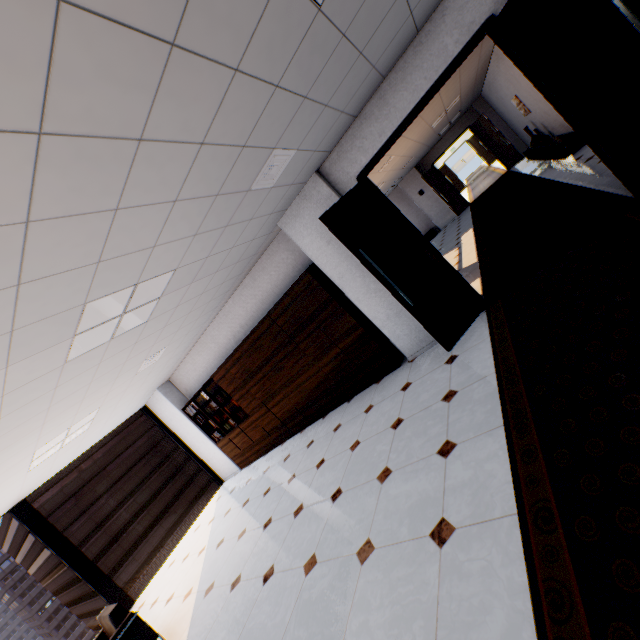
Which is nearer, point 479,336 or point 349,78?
point 349,78

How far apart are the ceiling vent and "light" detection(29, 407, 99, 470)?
4.6 meters

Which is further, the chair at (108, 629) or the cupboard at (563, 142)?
the cupboard at (563, 142)

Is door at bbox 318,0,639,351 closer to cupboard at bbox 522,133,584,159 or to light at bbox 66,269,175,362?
light at bbox 66,269,175,362

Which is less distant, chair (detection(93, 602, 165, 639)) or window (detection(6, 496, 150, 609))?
chair (detection(93, 602, 165, 639))

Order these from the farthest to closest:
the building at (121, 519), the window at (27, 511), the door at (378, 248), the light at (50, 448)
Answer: the building at (121, 519) < the window at (27, 511) < the light at (50, 448) < the door at (378, 248)

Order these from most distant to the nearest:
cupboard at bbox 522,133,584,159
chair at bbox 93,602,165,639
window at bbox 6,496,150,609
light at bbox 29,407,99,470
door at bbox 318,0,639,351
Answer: cupboard at bbox 522,133,584,159 < window at bbox 6,496,150,609 < light at bbox 29,407,99,470 < chair at bbox 93,602,165,639 < door at bbox 318,0,639,351

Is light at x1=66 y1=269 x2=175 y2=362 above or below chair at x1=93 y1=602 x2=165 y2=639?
above
